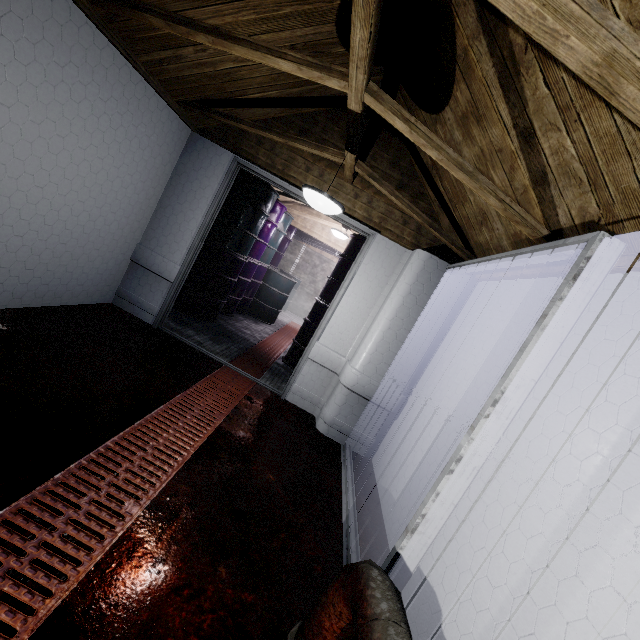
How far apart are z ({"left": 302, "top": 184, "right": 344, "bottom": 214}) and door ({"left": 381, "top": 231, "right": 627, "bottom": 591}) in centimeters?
103cm

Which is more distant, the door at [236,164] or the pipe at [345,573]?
the door at [236,164]

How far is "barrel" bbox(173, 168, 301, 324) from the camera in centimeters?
428cm

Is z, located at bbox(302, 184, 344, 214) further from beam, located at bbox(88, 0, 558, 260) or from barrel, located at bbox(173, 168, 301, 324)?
barrel, located at bbox(173, 168, 301, 324)

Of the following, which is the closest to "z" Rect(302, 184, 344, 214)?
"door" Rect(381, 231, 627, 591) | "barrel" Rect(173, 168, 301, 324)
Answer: "door" Rect(381, 231, 627, 591)

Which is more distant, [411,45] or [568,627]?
[411,45]

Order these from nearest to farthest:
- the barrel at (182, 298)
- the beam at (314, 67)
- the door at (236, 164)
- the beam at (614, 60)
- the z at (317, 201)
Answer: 1. the beam at (614, 60)
2. the beam at (314, 67)
3. the z at (317, 201)
4. the door at (236, 164)
5. the barrel at (182, 298)

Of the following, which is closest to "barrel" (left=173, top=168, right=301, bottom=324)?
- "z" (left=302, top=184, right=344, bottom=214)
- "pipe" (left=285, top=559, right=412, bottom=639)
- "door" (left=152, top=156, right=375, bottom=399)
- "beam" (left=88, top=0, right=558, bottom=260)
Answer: "door" (left=152, top=156, right=375, bottom=399)
